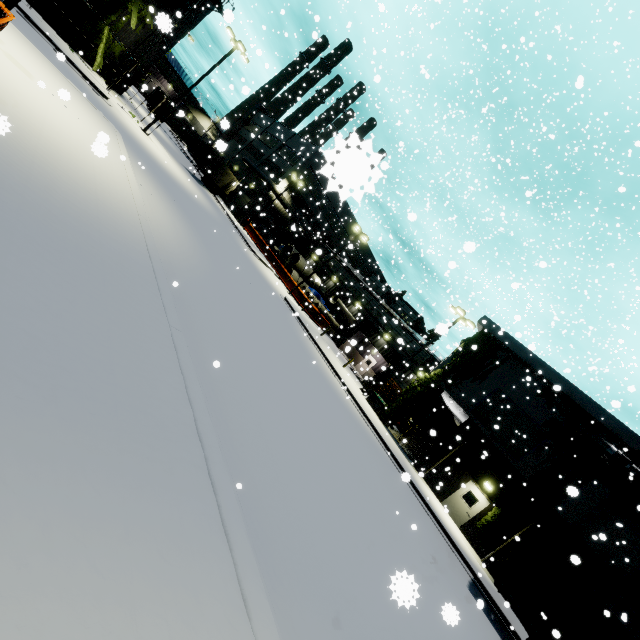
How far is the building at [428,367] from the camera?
23.42m

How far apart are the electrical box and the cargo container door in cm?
1235

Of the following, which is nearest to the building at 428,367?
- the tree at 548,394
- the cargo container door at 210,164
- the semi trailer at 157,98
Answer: the tree at 548,394

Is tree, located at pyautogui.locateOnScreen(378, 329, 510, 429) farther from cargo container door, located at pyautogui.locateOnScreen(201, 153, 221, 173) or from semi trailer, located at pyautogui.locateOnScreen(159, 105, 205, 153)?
Result: cargo container door, located at pyautogui.locateOnScreen(201, 153, 221, 173)

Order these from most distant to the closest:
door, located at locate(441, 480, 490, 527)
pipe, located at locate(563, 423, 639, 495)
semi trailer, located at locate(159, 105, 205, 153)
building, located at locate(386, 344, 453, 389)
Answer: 1. semi trailer, located at locate(159, 105, 205, 153)
2. building, located at locate(386, 344, 453, 389)
3. door, located at locate(441, 480, 490, 527)
4. pipe, located at locate(563, 423, 639, 495)

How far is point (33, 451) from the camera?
2.6m

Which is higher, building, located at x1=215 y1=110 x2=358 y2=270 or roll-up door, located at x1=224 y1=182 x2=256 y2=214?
building, located at x1=215 y1=110 x2=358 y2=270

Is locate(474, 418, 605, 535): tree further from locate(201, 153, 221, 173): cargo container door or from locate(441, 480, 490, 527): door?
locate(201, 153, 221, 173): cargo container door
